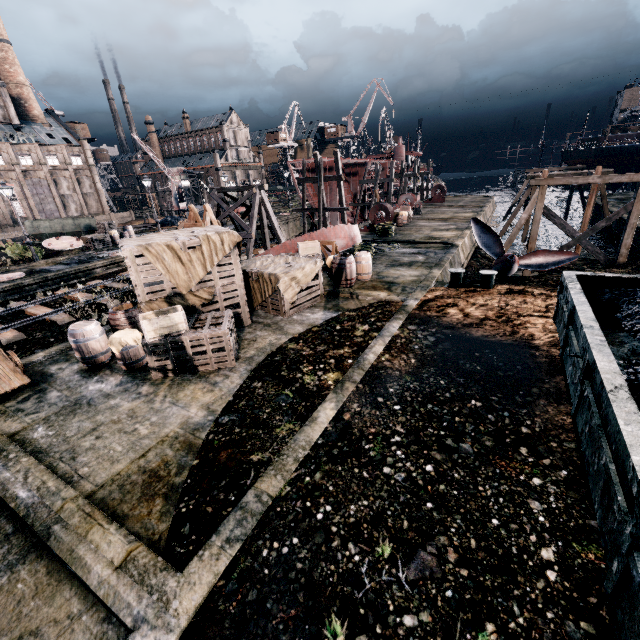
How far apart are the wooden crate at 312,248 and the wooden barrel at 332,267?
1.52m

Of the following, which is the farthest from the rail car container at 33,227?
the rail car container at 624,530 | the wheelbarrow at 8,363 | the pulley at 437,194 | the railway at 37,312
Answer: the pulley at 437,194

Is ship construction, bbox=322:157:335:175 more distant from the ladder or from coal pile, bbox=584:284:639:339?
coal pile, bbox=584:284:639:339

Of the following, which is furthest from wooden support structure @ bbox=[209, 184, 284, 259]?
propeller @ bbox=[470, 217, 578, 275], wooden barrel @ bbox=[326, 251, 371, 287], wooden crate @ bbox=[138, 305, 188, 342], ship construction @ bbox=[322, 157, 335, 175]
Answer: wooden crate @ bbox=[138, 305, 188, 342]

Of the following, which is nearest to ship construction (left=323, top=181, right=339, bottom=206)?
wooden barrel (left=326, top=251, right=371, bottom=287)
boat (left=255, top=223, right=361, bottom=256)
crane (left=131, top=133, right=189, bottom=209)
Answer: boat (left=255, top=223, right=361, bottom=256)

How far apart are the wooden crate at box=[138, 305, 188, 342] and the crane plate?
27.2m

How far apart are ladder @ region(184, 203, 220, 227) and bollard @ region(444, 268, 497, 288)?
10.4m

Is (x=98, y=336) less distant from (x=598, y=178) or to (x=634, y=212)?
(x=598, y=178)
